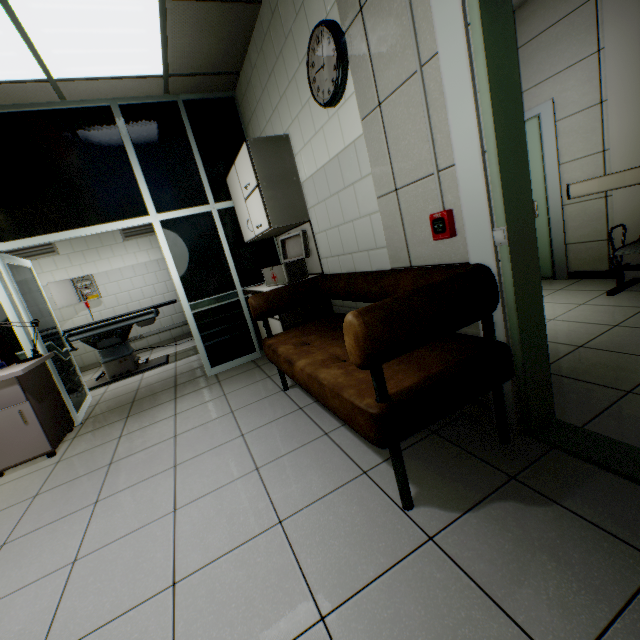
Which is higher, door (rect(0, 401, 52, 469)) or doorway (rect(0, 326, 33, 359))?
doorway (rect(0, 326, 33, 359))

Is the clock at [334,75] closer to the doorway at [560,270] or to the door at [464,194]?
the door at [464,194]

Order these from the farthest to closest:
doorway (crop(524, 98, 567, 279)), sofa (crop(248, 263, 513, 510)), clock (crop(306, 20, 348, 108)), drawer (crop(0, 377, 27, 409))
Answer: doorway (crop(524, 98, 567, 279)), drawer (crop(0, 377, 27, 409)), clock (crop(306, 20, 348, 108)), sofa (crop(248, 263, 513, 510))

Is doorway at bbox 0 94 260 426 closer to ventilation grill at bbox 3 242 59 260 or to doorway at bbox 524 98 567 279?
ventilation grill at bbox 3 242 59 260

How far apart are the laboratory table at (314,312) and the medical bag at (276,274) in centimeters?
31cm

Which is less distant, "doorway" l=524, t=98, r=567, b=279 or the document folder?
the document folder

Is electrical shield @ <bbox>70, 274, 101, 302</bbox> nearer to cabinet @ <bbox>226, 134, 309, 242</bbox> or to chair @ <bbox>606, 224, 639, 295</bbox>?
cabinet @ <bbox>226, 134, 309, 242</bbox>

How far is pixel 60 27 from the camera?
2.43m
